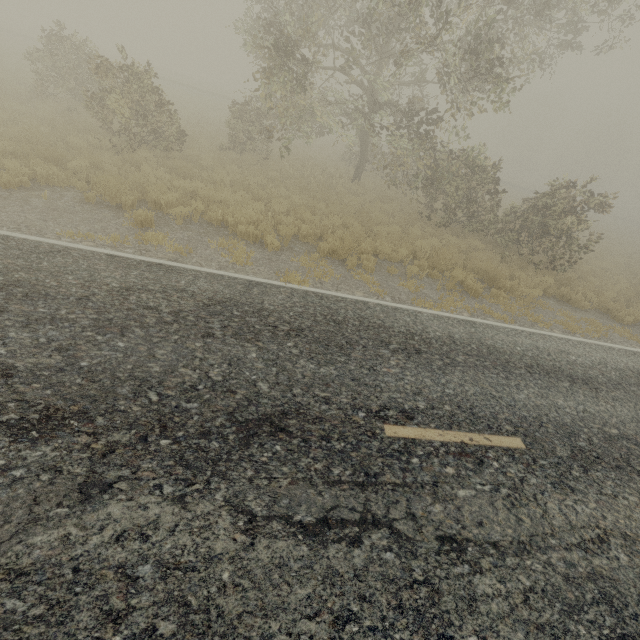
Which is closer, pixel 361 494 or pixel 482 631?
pixel 482 631
